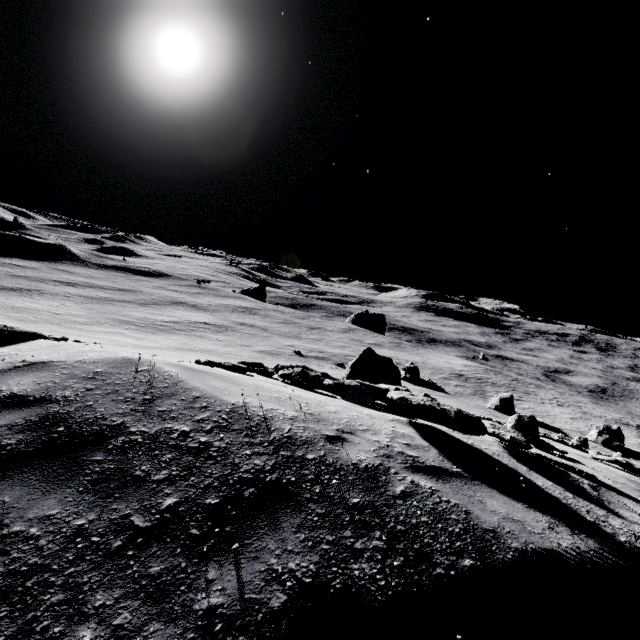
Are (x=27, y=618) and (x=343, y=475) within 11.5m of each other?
yes
